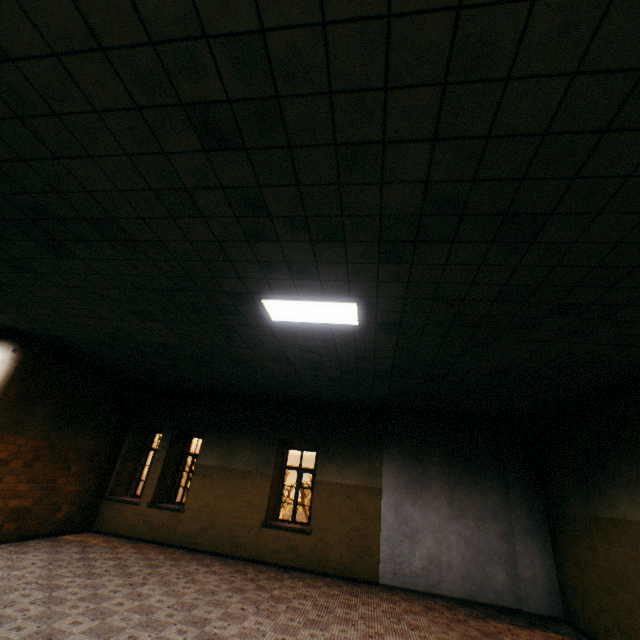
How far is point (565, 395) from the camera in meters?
6.2

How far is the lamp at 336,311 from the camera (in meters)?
4.21

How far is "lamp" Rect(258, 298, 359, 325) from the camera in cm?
421
